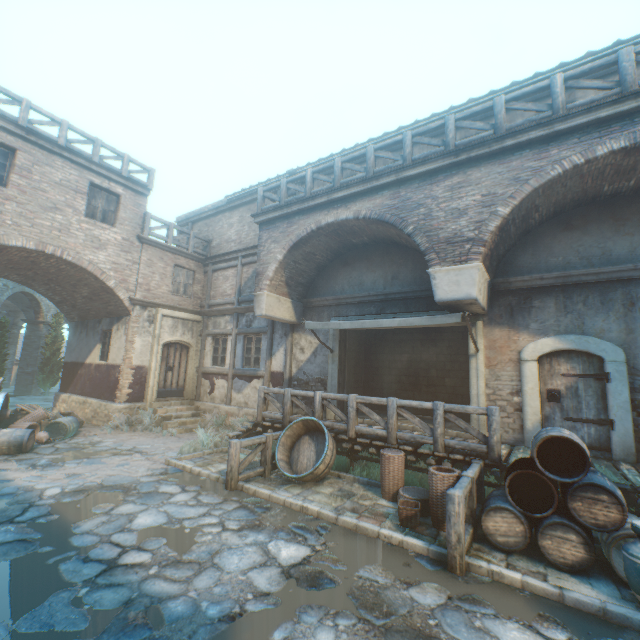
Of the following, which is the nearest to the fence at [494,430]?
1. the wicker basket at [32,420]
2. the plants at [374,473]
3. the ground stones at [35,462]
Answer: the ground stones at [35,462]

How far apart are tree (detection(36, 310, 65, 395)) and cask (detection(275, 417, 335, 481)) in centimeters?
2096cm

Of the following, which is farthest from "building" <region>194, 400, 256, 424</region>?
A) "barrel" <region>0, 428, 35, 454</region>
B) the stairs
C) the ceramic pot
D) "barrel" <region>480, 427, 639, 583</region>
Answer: the ceramic pot

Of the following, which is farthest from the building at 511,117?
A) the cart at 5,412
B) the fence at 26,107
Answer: the cart at 5,412

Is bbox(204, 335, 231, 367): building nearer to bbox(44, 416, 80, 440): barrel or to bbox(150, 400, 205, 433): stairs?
bbox(150, 400, 205, 433): stairs

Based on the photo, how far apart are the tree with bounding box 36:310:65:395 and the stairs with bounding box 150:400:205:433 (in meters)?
13.50

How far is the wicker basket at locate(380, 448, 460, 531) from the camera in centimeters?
523cm

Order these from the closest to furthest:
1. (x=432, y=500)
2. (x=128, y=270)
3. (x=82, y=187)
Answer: (x=432, y=500), (x=82, y=187), (x=128, y=270)
